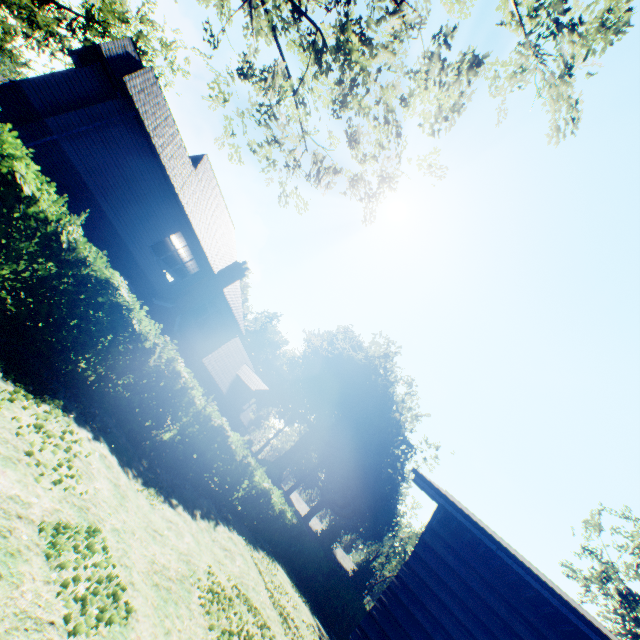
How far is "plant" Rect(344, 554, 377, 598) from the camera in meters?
49.6 m

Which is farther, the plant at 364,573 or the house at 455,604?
the plant at 364,573

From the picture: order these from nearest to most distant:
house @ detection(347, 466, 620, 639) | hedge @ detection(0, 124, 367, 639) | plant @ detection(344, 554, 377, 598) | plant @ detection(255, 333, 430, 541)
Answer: house @ detection(347, 466, 620, 639)
hedge @ detection(0, 124, 367, 639)
plant @ detection(255, 333, 430, 541)
plant @ detection(344, 554, 377, 598)

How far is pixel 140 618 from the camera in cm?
441

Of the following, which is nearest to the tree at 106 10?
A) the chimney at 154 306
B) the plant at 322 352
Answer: the plant at 322 352

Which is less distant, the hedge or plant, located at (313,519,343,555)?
the hedge

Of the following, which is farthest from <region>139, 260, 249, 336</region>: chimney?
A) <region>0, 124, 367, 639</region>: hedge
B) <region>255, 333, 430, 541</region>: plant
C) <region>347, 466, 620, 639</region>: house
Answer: <region>255, 333, 430, 541</region>: plant

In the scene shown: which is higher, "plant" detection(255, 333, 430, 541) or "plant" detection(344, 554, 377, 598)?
"plant" detection(255, 333, 430, 541)
